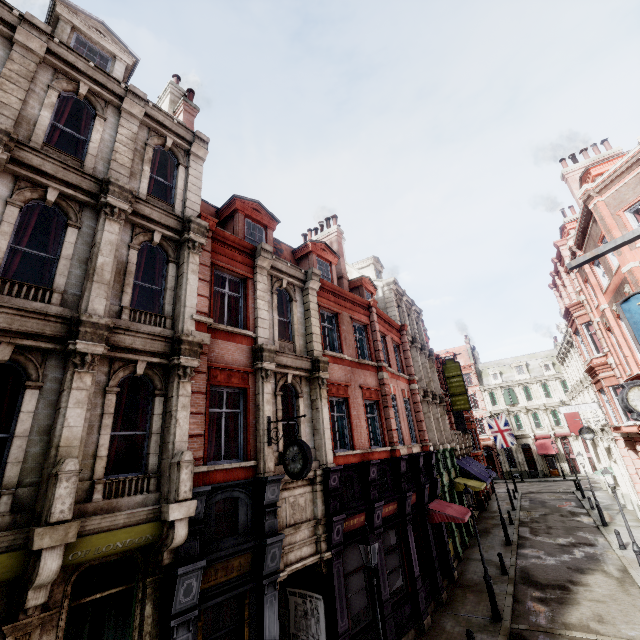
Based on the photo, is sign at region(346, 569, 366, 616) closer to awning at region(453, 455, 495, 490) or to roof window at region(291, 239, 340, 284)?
roof window at region(291, 239, 340, 284)

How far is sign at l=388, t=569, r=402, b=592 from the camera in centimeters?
1233cm

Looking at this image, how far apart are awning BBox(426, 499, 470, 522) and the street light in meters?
9.1 m

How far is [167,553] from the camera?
7.03m

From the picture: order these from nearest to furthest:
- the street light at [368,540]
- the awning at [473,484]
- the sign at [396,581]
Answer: the street light at [368,540]
the sign at [396,581]
the awning at [473,484]

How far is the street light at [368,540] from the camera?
8.12m

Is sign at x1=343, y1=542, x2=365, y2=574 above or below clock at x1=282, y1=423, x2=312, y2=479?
below

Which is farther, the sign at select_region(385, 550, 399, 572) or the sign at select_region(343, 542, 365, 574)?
the sign at select_region(385, 550, 399, 572)
